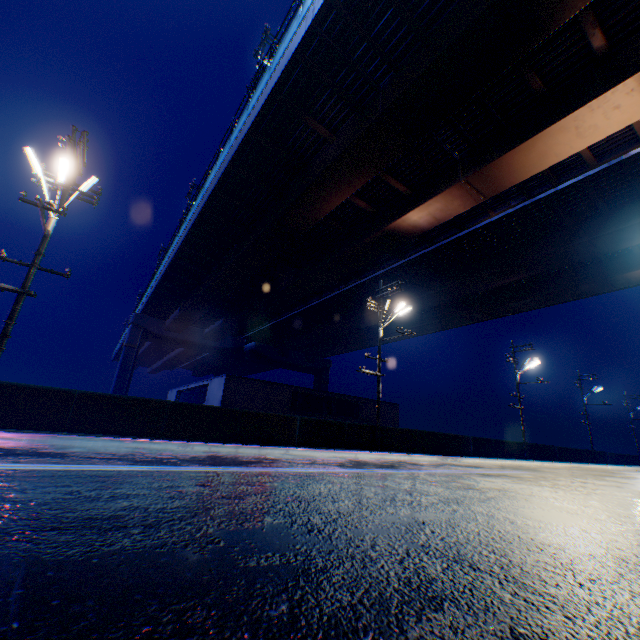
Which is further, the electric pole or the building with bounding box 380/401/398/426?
the building with bounding box 380/401/398/426

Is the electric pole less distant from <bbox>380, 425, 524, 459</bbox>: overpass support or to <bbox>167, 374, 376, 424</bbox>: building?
<bbox>380, 425, 524, 459</bbox>: overpass support

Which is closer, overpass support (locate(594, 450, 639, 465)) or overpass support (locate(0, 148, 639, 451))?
overpass support (locate(0, 148, 639, 451))

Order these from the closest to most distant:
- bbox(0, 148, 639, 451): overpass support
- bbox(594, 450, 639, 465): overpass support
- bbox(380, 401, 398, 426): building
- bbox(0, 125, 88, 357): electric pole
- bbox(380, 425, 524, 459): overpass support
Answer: bbox(0, 125, 88, 357): electric pole → bbox(0, 148, 639, 451): overpass support → bbox(380, 425, 524, 459): overpass support → bbox(380, 401, 398, 426): building → bbox(594, 450, 639, 465): overpass support

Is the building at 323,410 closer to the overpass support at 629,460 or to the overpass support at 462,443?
the overpass support at 462,443

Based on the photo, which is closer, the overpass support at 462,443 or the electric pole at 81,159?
the electric pole at 81,159

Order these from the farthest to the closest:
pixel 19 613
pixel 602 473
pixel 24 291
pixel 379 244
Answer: pixel 379 244 < pixel 602 473 < pixel 24 291 < pixel 19 613
